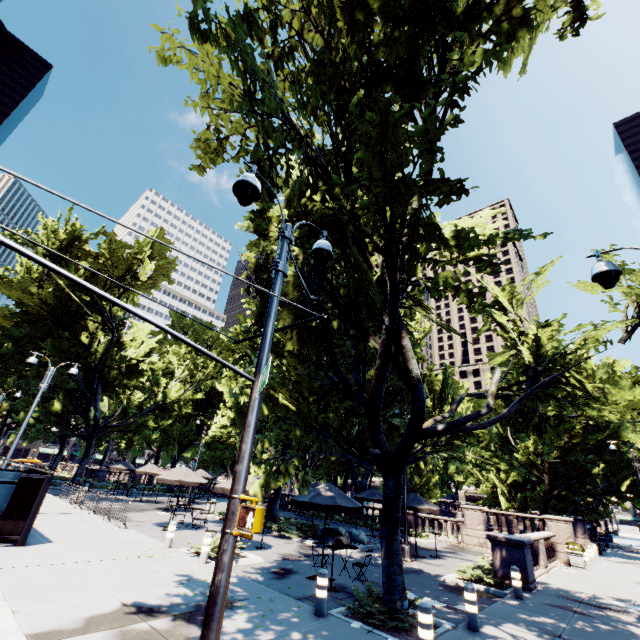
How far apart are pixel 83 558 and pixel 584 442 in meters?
34.0

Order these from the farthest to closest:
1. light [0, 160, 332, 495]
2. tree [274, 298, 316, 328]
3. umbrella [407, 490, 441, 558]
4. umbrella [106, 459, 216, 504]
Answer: umbrella [106, 459, 216, 504]
umbrella [407, 490, 441, 558]
tree [274, 298, 316, 328]
light [0, 160, 332, 495]

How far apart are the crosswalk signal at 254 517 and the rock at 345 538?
16.56m

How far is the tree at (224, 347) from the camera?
19.5m

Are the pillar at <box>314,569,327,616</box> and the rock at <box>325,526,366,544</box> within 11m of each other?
yes

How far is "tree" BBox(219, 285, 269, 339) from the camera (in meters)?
10.27

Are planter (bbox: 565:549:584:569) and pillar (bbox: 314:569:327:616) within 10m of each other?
no

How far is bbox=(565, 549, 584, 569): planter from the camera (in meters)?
17.81
